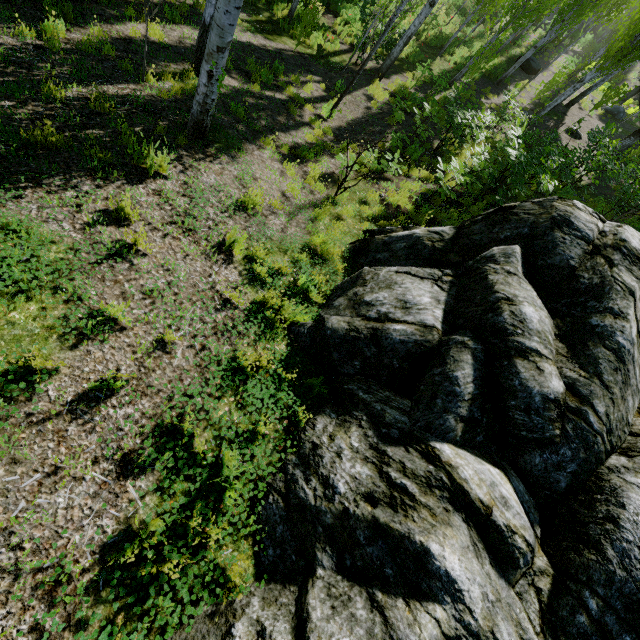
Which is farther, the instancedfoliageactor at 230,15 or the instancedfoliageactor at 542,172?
the instancedfoliageactor at 542,172

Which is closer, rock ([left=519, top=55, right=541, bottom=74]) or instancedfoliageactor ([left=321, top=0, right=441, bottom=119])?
instancedfoliageactor ([left=321, top=0, right=441, bottom=119])

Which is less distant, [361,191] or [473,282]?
[473,282]

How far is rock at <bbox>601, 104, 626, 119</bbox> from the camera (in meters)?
22.59

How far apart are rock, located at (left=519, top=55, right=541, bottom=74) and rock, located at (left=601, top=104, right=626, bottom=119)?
5.0m

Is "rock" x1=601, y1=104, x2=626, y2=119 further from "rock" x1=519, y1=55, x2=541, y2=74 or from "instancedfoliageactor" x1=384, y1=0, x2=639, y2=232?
"rock" x1=519, y1=55, x2=541, y2=74

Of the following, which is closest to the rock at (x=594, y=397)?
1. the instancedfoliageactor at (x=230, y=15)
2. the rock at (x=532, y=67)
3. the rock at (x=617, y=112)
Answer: the instancedfoliageactor at (x=230, y=15)

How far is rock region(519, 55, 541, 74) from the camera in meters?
22.4
